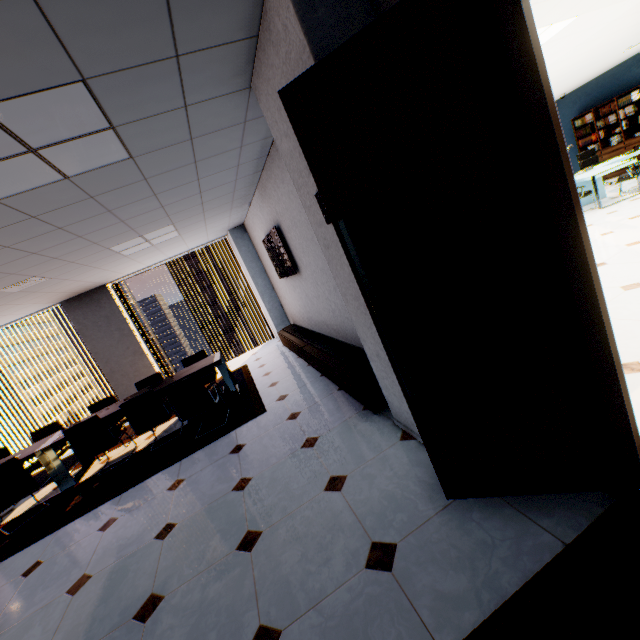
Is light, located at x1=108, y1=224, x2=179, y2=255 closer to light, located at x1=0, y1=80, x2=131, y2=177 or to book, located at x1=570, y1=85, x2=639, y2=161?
light, located at x1=0, y1=80, x2=131, y2=177

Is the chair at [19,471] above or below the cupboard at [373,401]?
above

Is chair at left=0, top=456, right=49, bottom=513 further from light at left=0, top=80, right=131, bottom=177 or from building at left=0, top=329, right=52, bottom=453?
building at left=0, top=329, right=52, bottom=453

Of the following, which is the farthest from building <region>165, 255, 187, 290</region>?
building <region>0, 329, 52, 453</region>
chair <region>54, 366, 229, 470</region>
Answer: chair <region>54, 366, 229, 470</region>

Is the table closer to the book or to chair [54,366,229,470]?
chair [54,366,229,470]

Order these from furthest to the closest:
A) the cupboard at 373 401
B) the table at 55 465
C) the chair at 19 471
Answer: the table at 55 465 → the chair at 19 471 → the cupboard at 373 401

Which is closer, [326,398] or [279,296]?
[326,398]

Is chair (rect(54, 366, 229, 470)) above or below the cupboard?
above
